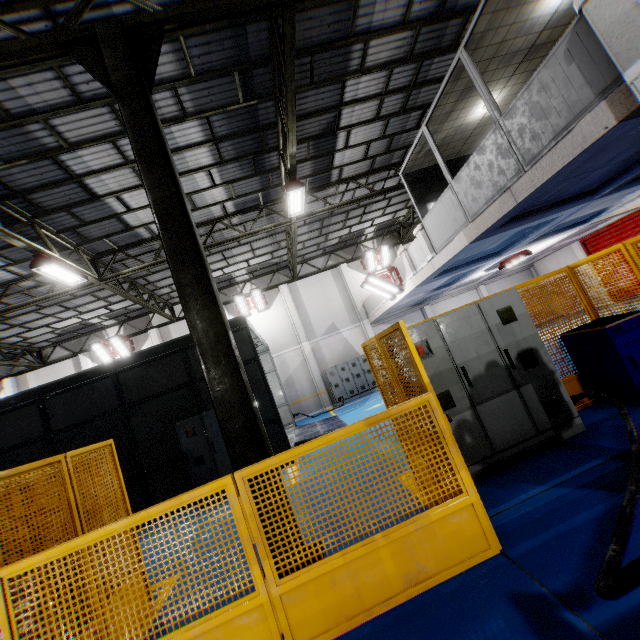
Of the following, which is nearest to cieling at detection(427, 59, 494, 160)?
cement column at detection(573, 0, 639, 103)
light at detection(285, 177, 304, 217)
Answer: cement column at detection(573, 0, 639, 103)

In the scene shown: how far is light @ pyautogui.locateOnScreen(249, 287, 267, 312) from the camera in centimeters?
1875cm

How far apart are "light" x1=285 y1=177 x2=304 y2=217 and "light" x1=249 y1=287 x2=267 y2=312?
7.7 meters

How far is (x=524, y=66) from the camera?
7.71m

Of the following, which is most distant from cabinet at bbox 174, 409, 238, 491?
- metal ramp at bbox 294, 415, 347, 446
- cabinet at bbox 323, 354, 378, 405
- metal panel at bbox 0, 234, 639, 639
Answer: cabinet at bbox 323, 354, 378, 405

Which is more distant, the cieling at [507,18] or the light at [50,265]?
the light at [50,265]

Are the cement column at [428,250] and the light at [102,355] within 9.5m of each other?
no

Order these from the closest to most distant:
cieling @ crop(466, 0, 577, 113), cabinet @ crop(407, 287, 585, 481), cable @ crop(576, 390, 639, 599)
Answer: cable @ crop(576, 390, 639, 599)
cabinet @ crop(407, 287, 585, 481)
cieling @ crop(466, 0, 577, 113)
